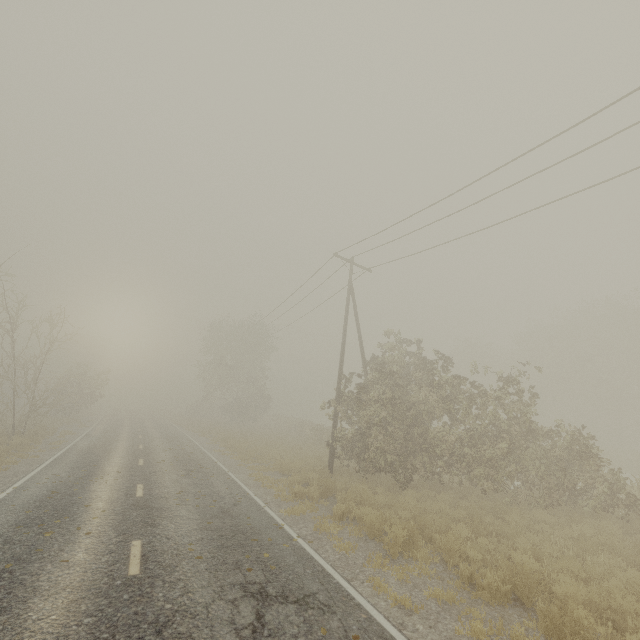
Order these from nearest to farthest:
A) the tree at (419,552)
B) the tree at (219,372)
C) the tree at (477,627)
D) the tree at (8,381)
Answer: the tree at (477,627)
the tree at (419,552)
the tree at (8,381)
the tree at (219,372)

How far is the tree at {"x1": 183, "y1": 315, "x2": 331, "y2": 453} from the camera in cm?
3484

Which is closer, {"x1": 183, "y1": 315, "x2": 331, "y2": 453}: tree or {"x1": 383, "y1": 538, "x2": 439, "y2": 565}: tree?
{"x1": 383, "y1": 538, "x2": 439, "y2": 565}: tree

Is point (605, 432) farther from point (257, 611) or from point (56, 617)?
point (56, 617)

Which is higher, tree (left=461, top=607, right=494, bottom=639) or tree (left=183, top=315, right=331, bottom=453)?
tree (left=183, top=315, right=331, bottom=453)

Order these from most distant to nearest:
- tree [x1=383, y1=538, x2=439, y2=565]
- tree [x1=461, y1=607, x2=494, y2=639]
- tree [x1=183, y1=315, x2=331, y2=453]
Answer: tree [x1=183, y1=315, x2=331, y2=453], tree [x1=383, y1=538, x2=439, y2=565], tree [x1=461, y1=607, x2=494, y2=639]

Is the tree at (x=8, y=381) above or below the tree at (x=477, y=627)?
above
